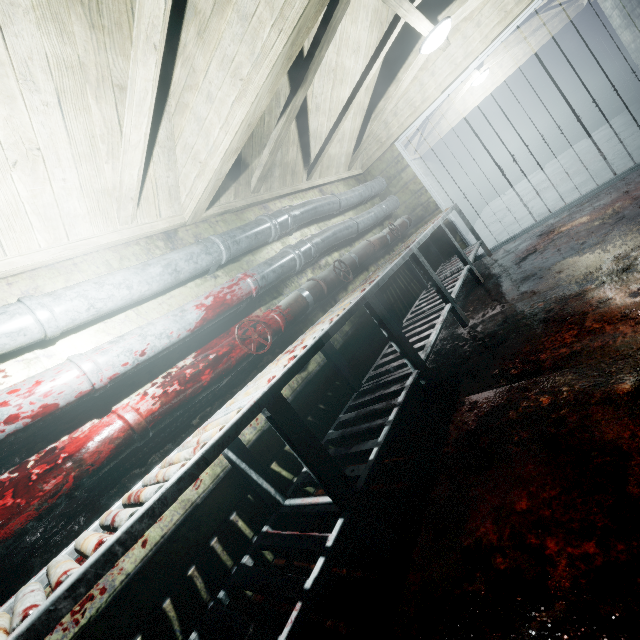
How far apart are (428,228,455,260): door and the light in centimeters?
101cm

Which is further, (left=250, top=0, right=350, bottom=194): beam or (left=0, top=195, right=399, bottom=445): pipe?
(left=250, top=0, right=350, bottom=194): beam

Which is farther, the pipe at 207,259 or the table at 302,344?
the pipe at 207,259

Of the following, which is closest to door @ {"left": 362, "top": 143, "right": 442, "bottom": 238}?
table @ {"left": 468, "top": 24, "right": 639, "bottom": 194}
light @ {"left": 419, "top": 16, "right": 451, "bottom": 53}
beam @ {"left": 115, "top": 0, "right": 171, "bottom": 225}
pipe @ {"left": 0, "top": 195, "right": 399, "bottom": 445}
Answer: pipe @ {"left": 0, "top": 195, "right": 399, "bottom": 445}

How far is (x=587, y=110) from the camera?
7.74m

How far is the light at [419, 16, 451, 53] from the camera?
2.9m

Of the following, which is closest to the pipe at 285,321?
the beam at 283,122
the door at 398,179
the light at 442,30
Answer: the door at 398,179

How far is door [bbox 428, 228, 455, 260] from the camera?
4.61m
